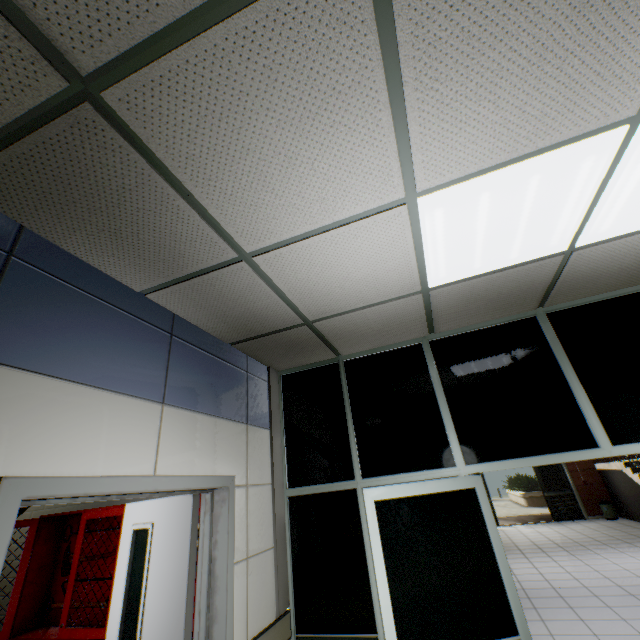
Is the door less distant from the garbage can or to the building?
the building

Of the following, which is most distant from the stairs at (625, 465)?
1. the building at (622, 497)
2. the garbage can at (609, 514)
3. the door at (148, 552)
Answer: the door at (148, 552)

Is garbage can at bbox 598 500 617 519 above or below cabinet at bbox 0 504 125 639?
below

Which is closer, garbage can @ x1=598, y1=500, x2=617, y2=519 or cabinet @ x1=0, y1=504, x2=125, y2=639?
cabinet @ x1=0, y1=504, x2=125, y2=639

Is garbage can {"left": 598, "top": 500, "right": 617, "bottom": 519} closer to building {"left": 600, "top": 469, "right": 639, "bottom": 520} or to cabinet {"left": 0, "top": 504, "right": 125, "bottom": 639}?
building {"left": 600, "top": 469, "right": 639, "bottom": 520}

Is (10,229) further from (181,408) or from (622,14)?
(622,14)

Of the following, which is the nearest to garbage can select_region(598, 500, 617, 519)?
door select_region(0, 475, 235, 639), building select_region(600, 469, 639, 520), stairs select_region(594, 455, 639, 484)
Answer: building select_region(600, 469, 639, 520)

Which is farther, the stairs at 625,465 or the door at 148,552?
the stairs at 625,465
